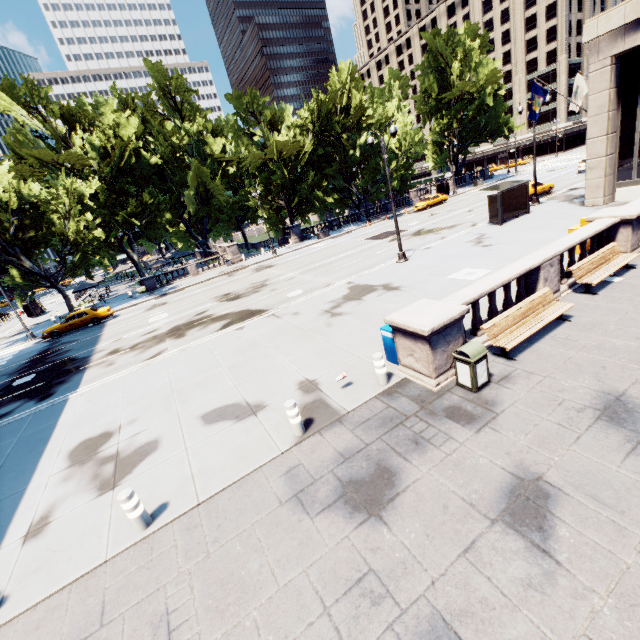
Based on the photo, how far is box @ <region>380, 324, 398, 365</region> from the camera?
8.8 meters

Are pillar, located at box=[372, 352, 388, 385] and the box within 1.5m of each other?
yes

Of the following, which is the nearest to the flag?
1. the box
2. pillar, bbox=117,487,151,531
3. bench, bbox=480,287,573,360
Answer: bench, bbox=480,287,573,360

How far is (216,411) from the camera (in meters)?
9.27

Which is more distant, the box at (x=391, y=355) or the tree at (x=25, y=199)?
the tree at (x=25, y=199)

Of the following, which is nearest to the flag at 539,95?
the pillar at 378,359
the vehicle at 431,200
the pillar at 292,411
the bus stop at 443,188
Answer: the vehicle at 431,200

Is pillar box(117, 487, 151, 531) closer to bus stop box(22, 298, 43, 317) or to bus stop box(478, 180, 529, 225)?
bus stop box(478, 180, 529, 225)

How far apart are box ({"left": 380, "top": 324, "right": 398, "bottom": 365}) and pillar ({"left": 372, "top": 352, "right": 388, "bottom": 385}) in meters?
0.7
